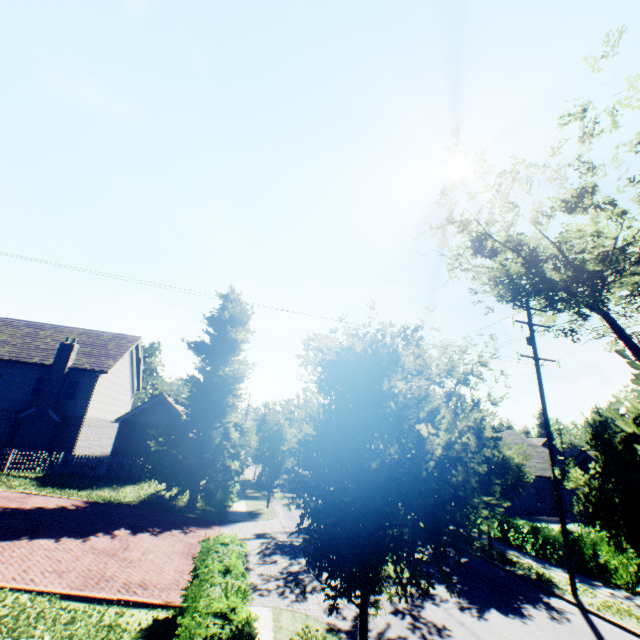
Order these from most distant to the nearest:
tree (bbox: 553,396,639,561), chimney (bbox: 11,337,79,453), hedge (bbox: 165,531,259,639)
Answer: chimney (bbox: 11,337,79,453), tree (bbox: 553,396,639,561), hedge (bbox: 165,531,259,639)

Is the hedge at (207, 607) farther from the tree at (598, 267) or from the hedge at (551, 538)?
the hedge at (551, 538)

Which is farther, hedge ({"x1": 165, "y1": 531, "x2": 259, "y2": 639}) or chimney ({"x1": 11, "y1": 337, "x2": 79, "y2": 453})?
chimney ({"x1": 11, "y1": 337, "x2": 79, "y2": 453})

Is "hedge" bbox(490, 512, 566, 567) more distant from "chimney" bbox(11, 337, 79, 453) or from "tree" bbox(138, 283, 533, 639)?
"chimney" bbox(11, 337, 79, 453)

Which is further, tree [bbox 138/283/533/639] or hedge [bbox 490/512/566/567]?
hedge [bbox 490/512/566/567]

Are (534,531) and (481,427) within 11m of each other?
yes

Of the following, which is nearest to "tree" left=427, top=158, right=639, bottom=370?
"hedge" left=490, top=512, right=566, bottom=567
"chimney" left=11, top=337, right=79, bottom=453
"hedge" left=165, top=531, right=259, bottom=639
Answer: "hedge" left=165, top=531, right=259, bottom=639

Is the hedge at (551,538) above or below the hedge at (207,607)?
below
